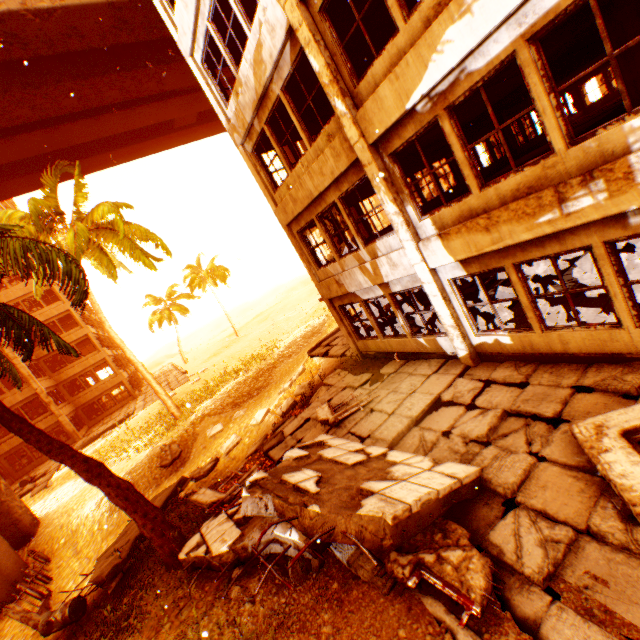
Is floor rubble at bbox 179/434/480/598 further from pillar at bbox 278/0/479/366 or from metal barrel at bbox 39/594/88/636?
metal barrel at bbox 39/594/88/636

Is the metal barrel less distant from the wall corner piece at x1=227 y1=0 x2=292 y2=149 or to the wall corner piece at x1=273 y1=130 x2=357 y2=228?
the wall corner piece at x1=227 y1=0 x2=292 y2=149

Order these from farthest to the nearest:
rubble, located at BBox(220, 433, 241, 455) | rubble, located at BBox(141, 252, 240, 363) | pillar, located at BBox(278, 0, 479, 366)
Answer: rubble, located at BBox(141, 252, 240, 363) → rubble, located at BBox(220, 433, 241, 455) → pillar, located at BBox(278, 0, 479, 366)

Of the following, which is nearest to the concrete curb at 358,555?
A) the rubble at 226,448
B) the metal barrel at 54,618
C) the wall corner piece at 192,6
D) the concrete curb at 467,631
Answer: the concrete curb at 467,631

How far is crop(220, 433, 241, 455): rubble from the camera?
13.6 meters

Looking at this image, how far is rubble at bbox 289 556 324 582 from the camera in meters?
4.8

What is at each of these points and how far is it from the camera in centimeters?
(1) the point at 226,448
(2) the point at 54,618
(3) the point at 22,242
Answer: (1) rubble, 1374cm
(2) metal barrel, 833cm
(3) rubble, 722cm

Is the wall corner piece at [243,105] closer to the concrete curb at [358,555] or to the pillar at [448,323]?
the pillar at [448,323]
